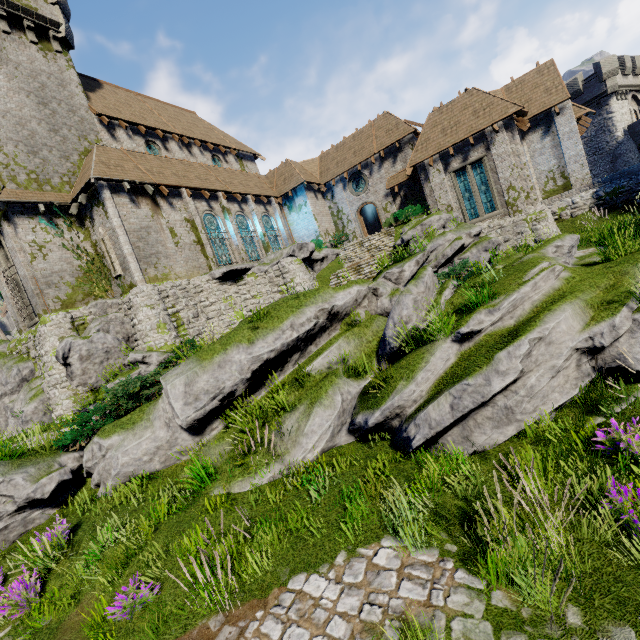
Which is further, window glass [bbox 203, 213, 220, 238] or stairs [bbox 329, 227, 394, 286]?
window glass [bbox 203, 213, 220, 238]

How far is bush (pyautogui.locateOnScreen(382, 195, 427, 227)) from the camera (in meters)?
23.25

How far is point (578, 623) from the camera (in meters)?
3.12

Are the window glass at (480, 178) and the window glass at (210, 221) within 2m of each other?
no

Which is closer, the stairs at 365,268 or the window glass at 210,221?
the stairs at 365,268

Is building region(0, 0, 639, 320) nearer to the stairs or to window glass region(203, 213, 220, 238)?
window glass region(203, 213, 220, 238)

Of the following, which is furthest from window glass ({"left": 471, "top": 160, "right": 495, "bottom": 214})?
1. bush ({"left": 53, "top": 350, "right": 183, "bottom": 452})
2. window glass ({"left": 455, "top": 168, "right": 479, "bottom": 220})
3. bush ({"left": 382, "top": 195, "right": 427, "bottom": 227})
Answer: bush ({"left": 53, "top": 350, "right": 183, "bottom": 452})

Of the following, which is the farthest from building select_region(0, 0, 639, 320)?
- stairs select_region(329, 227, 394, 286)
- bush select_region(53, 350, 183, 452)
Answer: bush select_region(53, 350, 183, 452)
